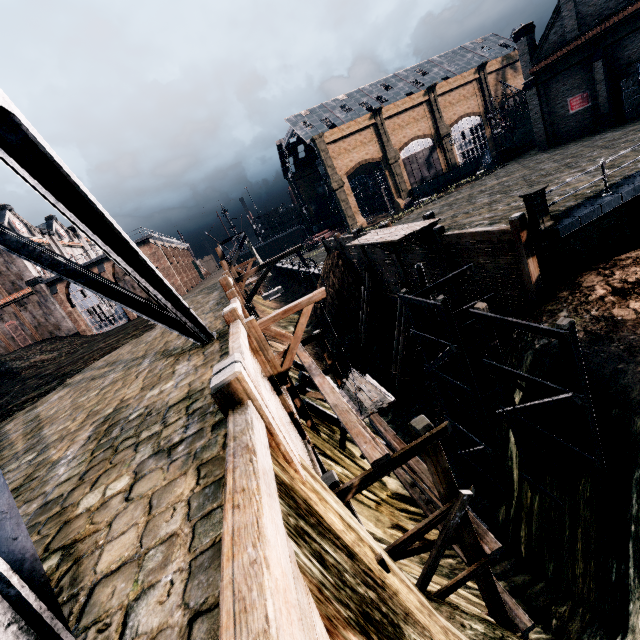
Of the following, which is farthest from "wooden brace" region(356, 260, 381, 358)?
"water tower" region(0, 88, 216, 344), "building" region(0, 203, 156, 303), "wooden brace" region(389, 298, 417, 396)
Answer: "building" region(0, 203, 156, 303)

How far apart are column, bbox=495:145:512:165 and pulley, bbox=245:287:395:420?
39.5m

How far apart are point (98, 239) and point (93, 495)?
4.8 meters

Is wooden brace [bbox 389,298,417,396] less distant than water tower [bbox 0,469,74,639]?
No

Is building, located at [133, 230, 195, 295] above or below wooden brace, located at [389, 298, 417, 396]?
above

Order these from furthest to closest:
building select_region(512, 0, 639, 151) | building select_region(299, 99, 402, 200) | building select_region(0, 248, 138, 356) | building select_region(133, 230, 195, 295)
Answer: building select_region(299, 99, 402, 200) → building select_region(133, 230, 195, 295) → building select_region(0, 248, 138, 356) → building select_region(512, 0, 639, 151)

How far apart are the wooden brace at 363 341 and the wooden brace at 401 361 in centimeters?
438cm

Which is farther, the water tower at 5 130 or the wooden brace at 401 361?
the wooden brace at 401 361
